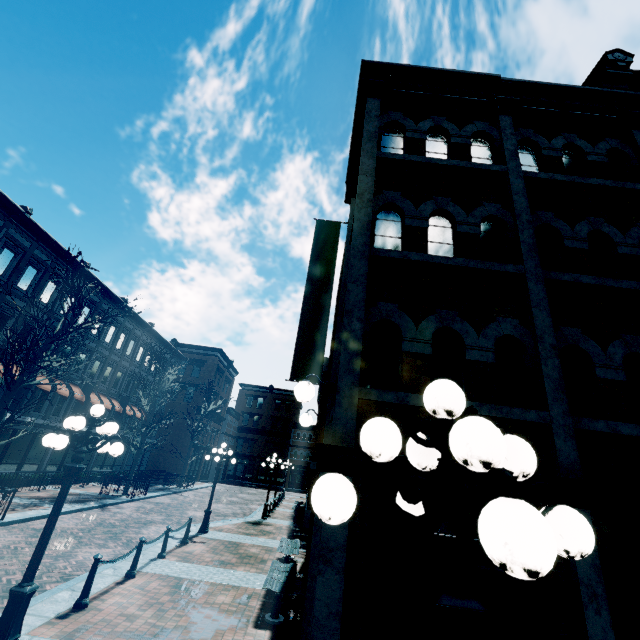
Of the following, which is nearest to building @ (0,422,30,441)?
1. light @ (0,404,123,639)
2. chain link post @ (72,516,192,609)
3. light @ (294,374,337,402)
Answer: light @ (294,374,337,402)

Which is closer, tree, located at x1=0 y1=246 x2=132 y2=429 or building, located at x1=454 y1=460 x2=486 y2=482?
building, located at x1=454 y1=460 x2=486 y2=482

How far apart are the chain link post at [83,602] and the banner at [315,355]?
5.7 meters

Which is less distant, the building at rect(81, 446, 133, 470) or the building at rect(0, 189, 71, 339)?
the building at rect(0, 189, 71, 339)

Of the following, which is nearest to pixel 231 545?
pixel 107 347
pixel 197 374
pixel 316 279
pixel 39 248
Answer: pixel 316 279

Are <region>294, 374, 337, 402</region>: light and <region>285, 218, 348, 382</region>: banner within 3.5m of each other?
yes

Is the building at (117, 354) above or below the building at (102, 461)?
above

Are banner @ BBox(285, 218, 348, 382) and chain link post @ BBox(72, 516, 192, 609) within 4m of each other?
no
